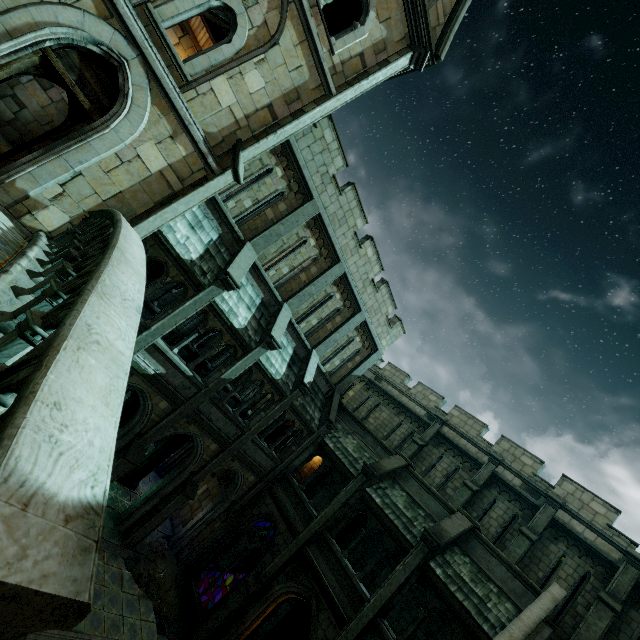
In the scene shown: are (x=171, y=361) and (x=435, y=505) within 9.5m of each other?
no

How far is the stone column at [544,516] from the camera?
13.66m

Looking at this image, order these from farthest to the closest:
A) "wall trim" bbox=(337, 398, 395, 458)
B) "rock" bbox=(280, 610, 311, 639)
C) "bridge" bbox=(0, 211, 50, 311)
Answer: "wall trim" bbox=(337, 398, 395, 458) < "rock" bbox=(280, 610, 311, 639) < "bridge" bbox=(0, 211, 50, 311)

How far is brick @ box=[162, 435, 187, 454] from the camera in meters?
15.7 m

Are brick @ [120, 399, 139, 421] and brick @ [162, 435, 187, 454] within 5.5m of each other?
yes

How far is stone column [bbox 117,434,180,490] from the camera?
15.2m

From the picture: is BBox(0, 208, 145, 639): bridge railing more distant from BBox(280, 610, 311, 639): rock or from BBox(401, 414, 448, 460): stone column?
BBox(401, 414, 448, 460): stone column

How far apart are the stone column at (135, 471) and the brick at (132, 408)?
2.3 meters
